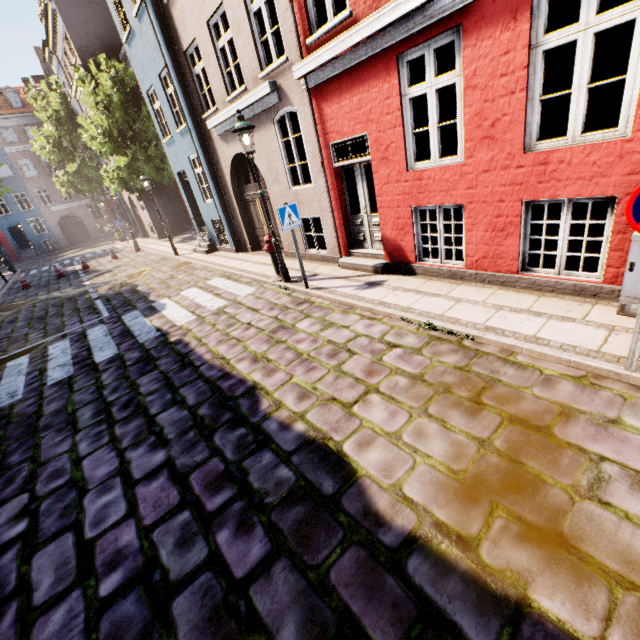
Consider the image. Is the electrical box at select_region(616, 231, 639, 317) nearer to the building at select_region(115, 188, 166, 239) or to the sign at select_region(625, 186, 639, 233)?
the building at select_region(115, 188, 166, 239)

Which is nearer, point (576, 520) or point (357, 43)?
point (576, 520)

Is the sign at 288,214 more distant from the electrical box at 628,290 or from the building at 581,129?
the electrical box at 628,290

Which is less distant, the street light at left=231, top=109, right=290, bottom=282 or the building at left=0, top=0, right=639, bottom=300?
the building at left=0, top=0, right=639, bottom=300

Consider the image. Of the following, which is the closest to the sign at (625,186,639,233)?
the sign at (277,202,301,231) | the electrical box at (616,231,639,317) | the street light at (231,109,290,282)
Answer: the electrical box at (616,231,639,317)

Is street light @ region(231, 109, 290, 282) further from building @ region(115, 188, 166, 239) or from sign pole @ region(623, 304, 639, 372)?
sign pole @ region(623, 304, 639, 372)

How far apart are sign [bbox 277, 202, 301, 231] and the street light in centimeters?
99cm

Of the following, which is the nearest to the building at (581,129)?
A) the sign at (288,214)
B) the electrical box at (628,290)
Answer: the electrical box at (628,290)
